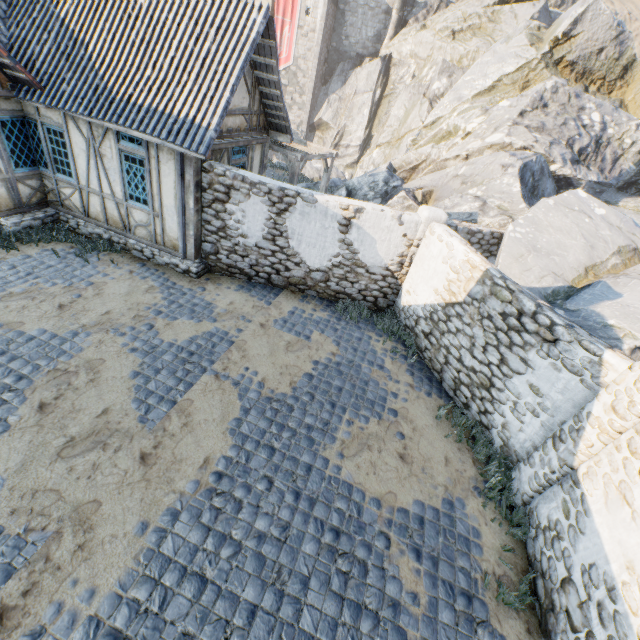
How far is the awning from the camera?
11.31m

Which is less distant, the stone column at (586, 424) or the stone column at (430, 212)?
the stone column at (586, 424)

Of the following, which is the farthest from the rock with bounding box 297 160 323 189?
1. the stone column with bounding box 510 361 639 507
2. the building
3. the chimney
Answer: the building

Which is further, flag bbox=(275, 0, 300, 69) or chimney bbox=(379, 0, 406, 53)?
flag bbox=(275, 0, 300, 69)

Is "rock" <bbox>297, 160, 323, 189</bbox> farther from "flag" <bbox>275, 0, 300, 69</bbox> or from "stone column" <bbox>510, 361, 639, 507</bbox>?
"flag" <bbox>275, 0, 300, 69</bbox>

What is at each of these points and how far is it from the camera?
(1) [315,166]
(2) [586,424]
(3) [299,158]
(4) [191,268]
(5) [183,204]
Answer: (1) rock, 21.8m
(2) stone column, 4.8m
(3) awning, 11.2m
(4) stone foundation, 9.1m
(5) building, 8.3m

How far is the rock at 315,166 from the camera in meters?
18.4 m

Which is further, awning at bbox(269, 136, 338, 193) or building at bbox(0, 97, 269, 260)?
awning at bbox(269, 136, 338, 193)
